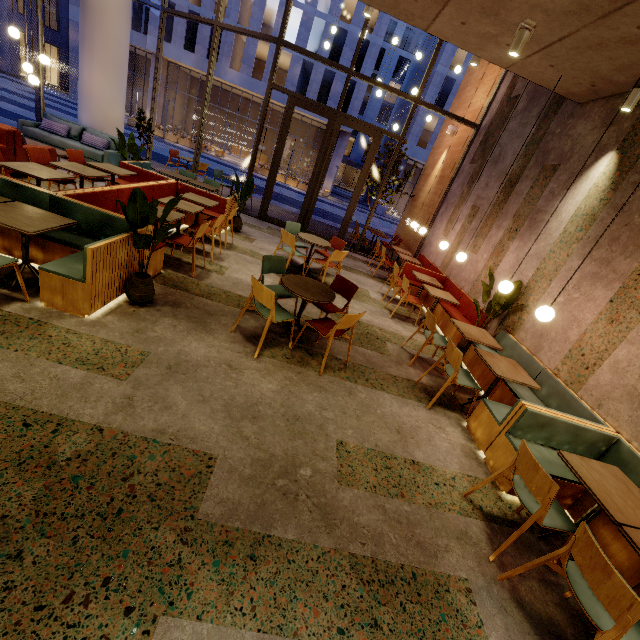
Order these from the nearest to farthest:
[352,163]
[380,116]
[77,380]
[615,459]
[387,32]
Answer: [77,380] < [615,459] < [387,32] < [352,163] < [380,116]

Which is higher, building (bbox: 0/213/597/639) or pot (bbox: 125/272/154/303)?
pot (bbox: 125/272/154/303)

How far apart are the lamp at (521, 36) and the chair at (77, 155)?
7.29m

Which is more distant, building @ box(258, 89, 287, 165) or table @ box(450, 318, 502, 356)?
building @ box(258, 89, 287, 165)

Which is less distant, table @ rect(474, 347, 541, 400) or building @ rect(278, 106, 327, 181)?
table @ rect(474, 347, 541, 400)

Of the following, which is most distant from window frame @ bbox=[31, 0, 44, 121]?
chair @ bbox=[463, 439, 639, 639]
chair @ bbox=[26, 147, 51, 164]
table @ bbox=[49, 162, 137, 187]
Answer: chair @ bbox=[463, 439, 639, 639]

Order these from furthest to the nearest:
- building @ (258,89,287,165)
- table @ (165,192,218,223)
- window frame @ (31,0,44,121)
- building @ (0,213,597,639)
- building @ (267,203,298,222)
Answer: building @ (258,89,287,165) → building @ (267,203,298,222) → window frame @ (31,0,44,121) → table @ (165,192,218,223) → building @ (0,213,597,639)

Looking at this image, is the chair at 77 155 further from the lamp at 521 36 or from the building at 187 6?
→ the building at 187 6
